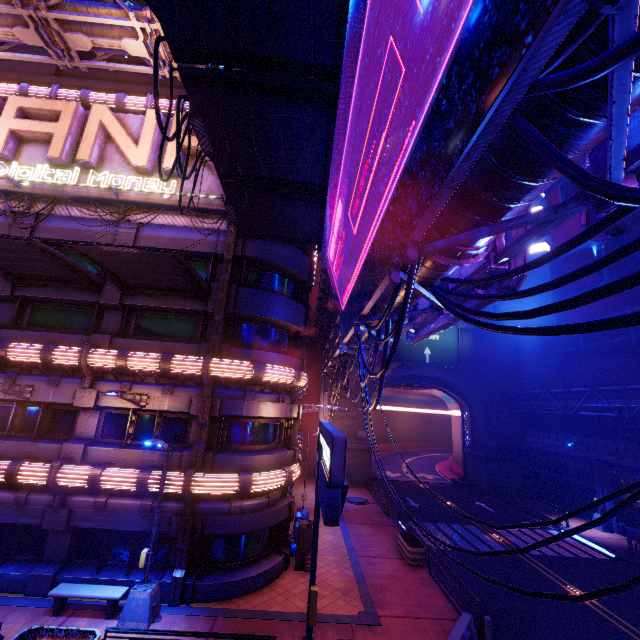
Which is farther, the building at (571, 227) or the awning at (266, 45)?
the building at (571, 227)

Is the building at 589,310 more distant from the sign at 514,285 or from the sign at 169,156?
the sign at 169,156

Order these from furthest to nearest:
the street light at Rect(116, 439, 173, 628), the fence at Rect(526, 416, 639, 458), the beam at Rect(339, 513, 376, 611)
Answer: the fence at Rect(526, 416, 639, 458) → the beam at Rect(339, 513, 376, 611) → the street light at Rect(116, 439, 173, 628)

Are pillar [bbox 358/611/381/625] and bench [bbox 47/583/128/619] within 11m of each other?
yes

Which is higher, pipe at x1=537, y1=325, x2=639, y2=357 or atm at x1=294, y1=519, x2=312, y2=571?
pipe at x1=537, y1=325, x2=639, y2=357

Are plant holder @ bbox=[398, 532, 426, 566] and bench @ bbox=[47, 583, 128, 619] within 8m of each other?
no

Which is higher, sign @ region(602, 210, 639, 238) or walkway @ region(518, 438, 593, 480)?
sign @ region(602, 210, 639, 238)

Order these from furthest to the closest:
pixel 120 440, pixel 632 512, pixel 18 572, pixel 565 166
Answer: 1. pixel 632 512
2. pixel 120 440
3. pixel 18 572
4. pixel 565 166
